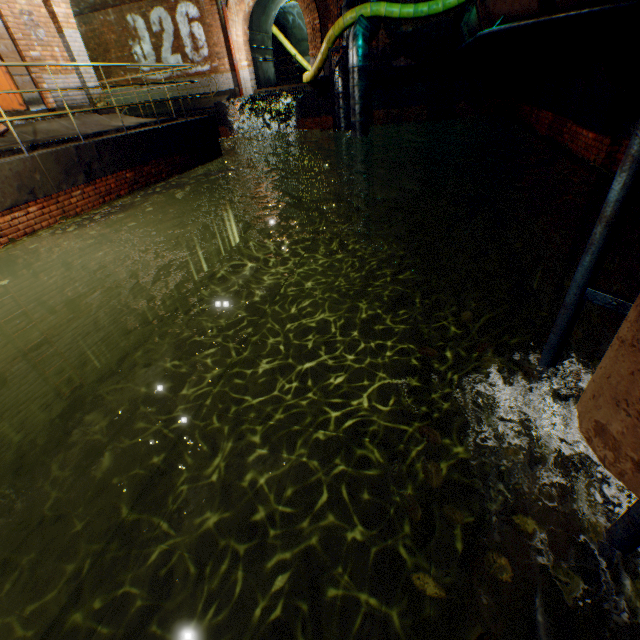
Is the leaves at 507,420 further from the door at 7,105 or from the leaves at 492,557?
the door at 7,105

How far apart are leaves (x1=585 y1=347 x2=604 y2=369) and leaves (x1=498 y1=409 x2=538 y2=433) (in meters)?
0.65

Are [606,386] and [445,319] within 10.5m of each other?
yes

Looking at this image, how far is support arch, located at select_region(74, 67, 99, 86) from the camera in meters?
8.5 m

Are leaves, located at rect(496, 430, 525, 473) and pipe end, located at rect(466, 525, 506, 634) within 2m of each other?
no

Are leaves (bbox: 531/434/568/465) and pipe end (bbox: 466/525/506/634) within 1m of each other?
no

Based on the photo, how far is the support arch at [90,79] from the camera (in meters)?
8.54

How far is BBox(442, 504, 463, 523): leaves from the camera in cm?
149
